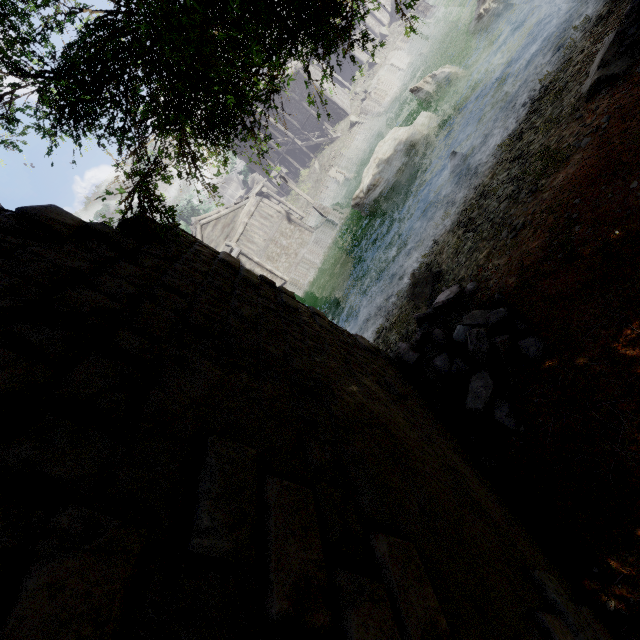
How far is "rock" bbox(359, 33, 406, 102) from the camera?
30.77m

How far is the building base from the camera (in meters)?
26.66

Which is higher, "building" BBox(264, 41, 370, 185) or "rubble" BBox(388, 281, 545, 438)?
"building" BBox(264, 41, 370, 185)

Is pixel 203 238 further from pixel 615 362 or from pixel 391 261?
pixel 615 362

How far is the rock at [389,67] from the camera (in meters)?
30.77

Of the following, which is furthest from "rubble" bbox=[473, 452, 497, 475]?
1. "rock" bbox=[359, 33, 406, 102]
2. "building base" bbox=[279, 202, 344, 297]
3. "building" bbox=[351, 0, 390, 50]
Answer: "rock" bbox=[359, 33, 406, 102]

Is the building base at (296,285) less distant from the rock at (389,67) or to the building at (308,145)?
the building at (308,145)

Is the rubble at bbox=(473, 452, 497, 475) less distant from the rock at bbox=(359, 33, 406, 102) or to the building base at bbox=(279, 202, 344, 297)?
the building base at bbox=(279, 202, 344, 297)
